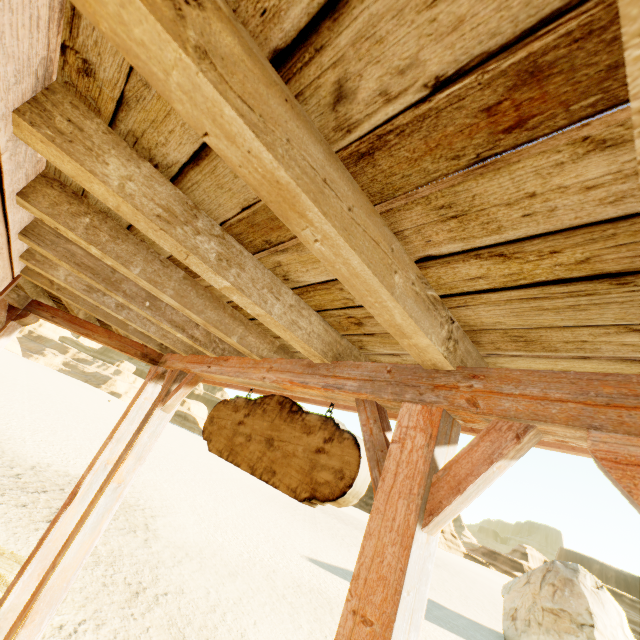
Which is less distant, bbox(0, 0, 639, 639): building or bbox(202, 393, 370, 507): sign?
bbox(0, 0, 639, 639): building

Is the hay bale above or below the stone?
below

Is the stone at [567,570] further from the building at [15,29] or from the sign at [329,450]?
the sign at [329,450]

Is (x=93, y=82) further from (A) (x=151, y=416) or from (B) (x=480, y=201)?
(A) (x=151, y=416)

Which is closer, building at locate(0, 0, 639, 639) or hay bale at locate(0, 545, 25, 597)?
building at locate(0, 0, 639, 639)

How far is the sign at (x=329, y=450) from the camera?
1.6m

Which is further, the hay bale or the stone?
the stone

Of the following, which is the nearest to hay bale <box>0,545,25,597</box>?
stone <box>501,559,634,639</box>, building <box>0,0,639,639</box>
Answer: building <box>0,0,639,639</box>
